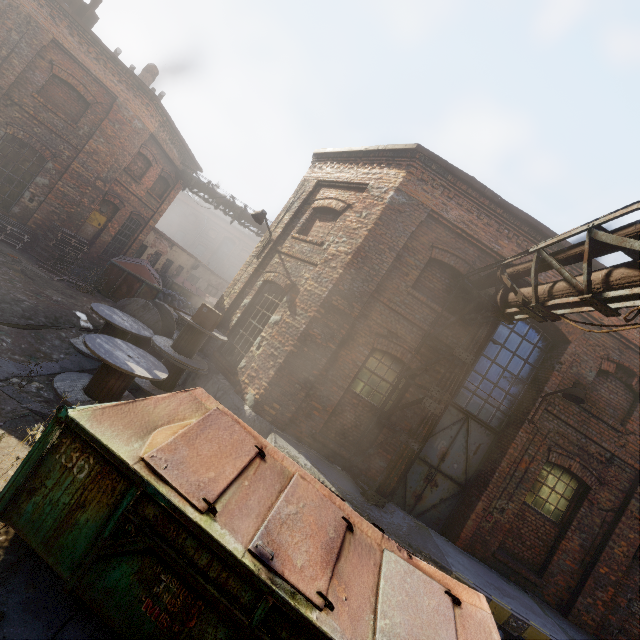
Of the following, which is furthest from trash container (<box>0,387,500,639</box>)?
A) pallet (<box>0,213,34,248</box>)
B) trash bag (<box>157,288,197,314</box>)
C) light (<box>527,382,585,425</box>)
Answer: trash bag (<box>157,288,197,314</box>)

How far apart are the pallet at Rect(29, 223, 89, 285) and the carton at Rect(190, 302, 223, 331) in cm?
844

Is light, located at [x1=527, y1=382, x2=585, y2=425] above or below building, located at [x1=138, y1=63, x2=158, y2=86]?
below

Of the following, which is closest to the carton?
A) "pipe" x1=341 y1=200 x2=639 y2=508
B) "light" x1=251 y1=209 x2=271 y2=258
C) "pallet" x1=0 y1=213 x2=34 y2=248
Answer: "light" x1=251 y1=209 x2=271 y2=258

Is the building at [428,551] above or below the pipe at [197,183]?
below

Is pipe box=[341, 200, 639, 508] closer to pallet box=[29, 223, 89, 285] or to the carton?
the carton

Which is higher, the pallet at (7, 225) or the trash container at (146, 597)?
the trash container at (146, 597)

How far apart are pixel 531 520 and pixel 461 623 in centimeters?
668cm
